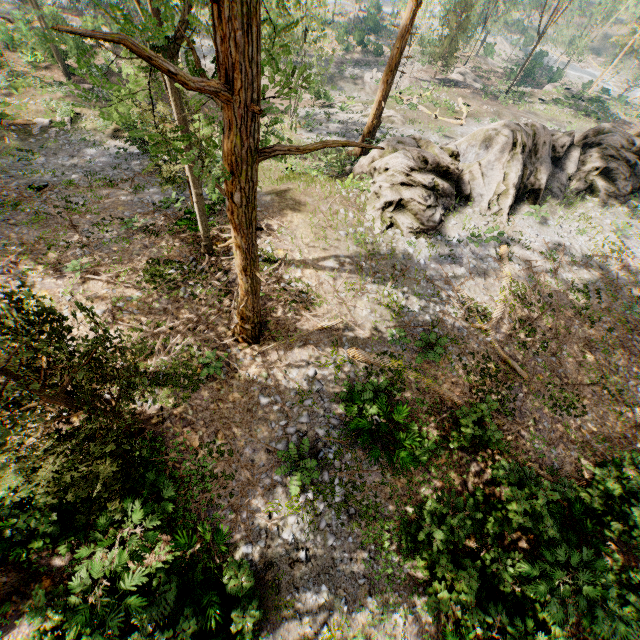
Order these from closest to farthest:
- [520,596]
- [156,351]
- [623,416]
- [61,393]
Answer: [61,393], [520,596], [156,351], [623,416]

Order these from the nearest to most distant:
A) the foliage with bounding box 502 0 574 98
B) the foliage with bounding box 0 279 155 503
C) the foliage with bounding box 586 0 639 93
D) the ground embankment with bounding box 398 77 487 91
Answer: the foliage with bounding box 0 279 155 503, the foliage with bounding box 502 0 574 98, the ground embankment with bounding box 398 77 487 91, the foliage with bounding box 586 0 639 93

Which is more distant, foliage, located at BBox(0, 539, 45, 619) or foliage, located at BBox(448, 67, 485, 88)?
foliage, located at BBox(448, 67, 485, 88)

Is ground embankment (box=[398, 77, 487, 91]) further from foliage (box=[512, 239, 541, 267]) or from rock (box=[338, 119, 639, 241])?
rock (box=[338, 119, 639, 241])

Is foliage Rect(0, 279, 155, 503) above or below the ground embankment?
above

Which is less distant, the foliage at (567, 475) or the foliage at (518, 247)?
the foliage at (567, 475)

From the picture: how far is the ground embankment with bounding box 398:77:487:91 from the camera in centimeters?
3712cm
